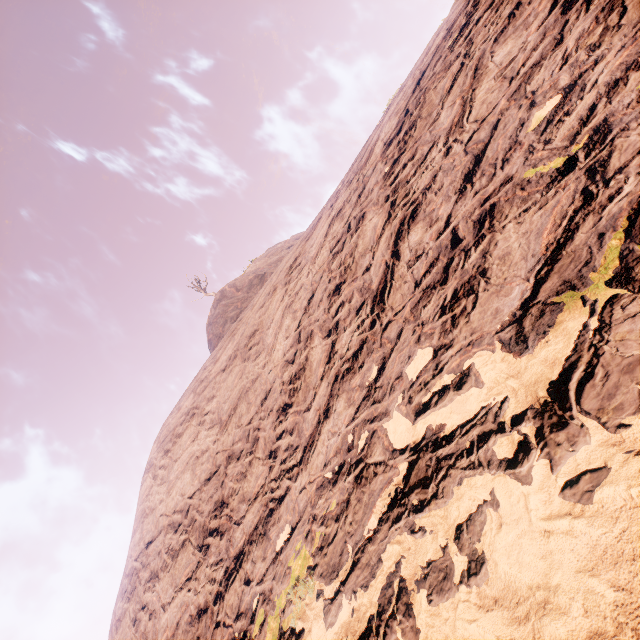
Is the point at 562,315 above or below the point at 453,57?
below
